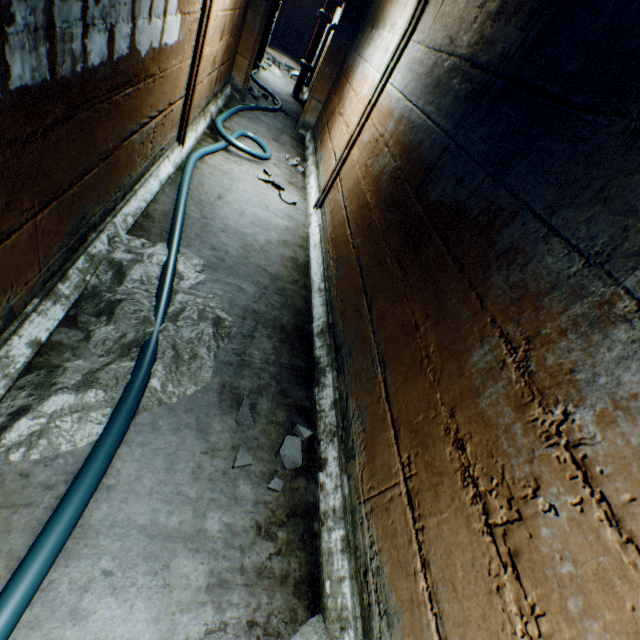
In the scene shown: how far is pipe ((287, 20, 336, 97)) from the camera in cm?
786

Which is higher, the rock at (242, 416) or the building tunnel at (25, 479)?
the rock at (242, 416)

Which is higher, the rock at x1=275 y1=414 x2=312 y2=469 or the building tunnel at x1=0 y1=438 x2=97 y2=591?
the rock at x1=275 y1=414 x2=312 y2=469

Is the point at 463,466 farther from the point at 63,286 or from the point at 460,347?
the point at 63,286

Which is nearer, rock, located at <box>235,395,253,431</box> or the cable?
the cable

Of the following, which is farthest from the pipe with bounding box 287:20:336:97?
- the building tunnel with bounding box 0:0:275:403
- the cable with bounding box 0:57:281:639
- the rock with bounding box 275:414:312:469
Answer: the rock with bounding box 275:414:312:469

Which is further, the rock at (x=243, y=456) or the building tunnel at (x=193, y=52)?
the rock at (x=243, y=456)

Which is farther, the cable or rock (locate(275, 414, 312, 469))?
rock (locate(275, 414, 312, 469))
